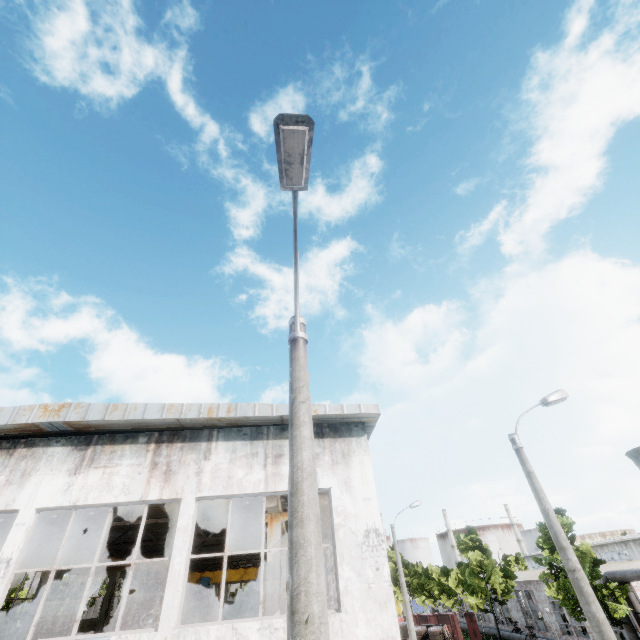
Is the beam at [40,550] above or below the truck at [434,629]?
above

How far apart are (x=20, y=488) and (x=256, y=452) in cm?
633

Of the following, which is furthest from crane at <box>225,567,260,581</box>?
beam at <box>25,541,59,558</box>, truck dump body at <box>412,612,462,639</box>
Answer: truck dump body at <box>412,612,462,639</box>

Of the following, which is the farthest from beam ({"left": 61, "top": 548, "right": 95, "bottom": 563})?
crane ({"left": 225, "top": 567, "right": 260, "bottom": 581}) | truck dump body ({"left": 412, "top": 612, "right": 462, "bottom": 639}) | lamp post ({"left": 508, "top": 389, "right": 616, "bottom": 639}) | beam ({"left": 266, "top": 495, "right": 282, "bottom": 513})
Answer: truck dump body ({"left": 412, "top": 612, "right": 462, "bottom": 639})

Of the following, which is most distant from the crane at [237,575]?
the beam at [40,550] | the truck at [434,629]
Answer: the truck at [434,629]

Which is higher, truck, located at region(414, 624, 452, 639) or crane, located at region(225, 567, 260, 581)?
crane, located at region(225, 567, 260, 581)

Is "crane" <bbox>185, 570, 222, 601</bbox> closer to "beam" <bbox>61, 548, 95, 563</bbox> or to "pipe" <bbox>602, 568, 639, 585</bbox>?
"beam" <bbox>61, 548, 95, 563</bbox>

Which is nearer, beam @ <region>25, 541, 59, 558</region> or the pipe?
beam @ <region>25, 541, 59, 558</region>
